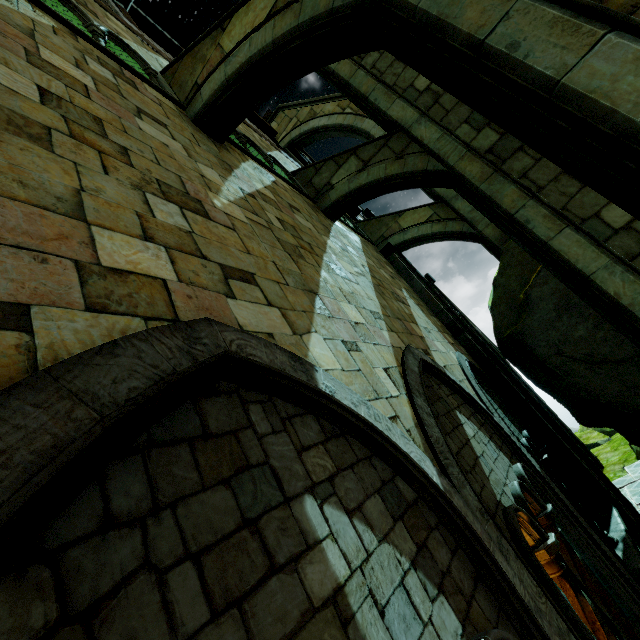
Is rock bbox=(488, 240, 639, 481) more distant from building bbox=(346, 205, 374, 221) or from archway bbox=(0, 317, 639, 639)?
archway bbox=(0, 317, 639, 639)

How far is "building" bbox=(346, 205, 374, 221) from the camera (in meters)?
13.92

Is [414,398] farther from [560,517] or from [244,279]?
[560,517]

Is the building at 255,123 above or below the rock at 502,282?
above

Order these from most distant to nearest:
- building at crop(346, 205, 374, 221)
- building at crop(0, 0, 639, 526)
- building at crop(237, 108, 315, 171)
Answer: building at crop(346, 205, 374, 221) → building at crop(237, 108, 315, 171) → building at crop(0, 0, 639, 526)

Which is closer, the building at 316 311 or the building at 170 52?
the building at 316 311

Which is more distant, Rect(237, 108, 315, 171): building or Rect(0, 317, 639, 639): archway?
Rect(237, 108, 315, 171): building
